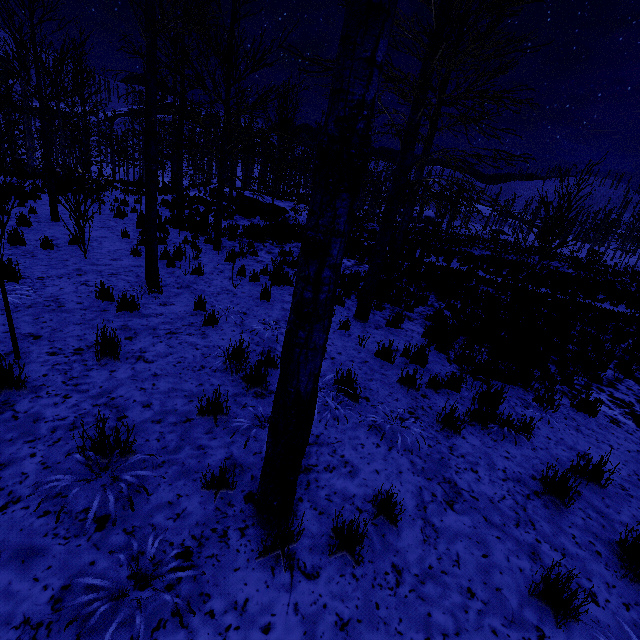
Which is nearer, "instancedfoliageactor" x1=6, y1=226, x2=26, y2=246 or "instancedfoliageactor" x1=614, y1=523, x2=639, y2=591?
"instancedfoliageactor" x1=614, y1=523, x2=639, y2=591

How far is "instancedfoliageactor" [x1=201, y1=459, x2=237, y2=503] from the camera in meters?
2.4 m

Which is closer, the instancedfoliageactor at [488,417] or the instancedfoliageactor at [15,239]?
the instancedfoliageactor at [488,417]

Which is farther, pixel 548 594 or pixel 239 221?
pixel 239 221

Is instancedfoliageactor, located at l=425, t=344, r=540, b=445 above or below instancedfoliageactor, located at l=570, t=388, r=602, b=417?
above

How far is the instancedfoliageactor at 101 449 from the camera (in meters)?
2.43
